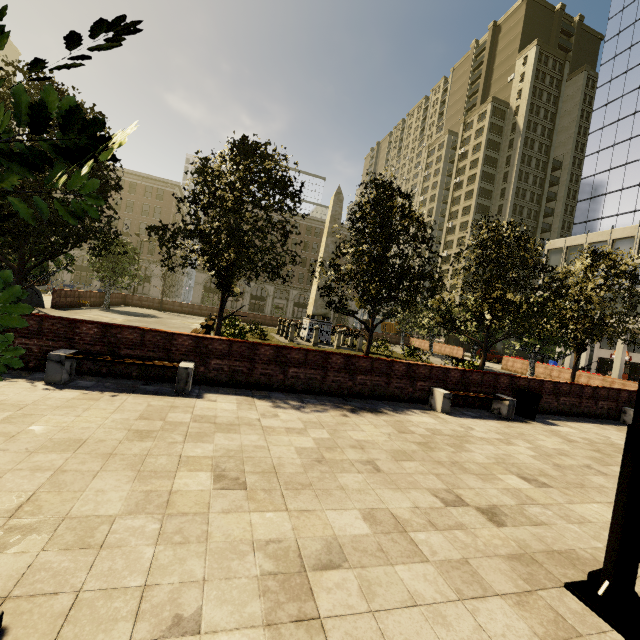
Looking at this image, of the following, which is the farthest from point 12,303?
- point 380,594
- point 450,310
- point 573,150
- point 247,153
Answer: point 573,150

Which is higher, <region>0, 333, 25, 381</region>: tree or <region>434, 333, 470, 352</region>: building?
<region>434, 333, 470, 352</region>: building

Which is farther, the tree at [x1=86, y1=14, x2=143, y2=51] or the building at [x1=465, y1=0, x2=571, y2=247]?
the building at [x1=465, y1=0, x2=571, y2=247]

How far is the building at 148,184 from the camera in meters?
50.5

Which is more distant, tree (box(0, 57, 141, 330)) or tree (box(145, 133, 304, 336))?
tree (box(145, 133, 304, 336))

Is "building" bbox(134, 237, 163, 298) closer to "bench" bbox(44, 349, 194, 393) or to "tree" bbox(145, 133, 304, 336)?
"tree" bbox(145, 133, 304, 336)
